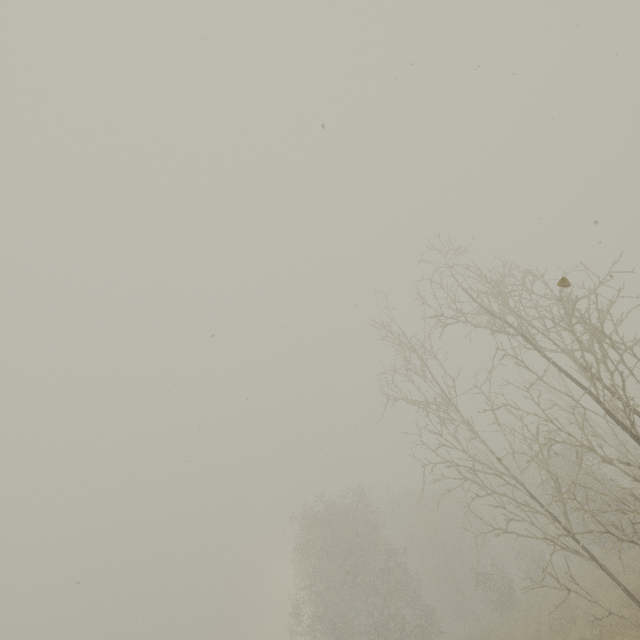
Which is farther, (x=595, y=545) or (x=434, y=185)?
(x=595, y=545)
